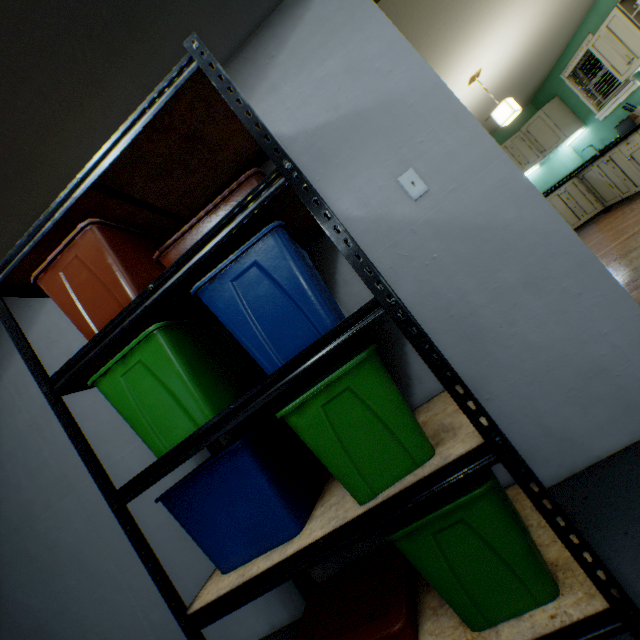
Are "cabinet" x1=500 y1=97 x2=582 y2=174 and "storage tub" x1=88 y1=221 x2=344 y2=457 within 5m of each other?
no

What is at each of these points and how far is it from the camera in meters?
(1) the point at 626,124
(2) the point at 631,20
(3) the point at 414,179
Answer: (1) cutting board, 4.7 m
(2) cabinet, 3.7 m
(3) light switch, 1.4 m

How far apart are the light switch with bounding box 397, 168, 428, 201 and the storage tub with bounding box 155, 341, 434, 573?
0.70m

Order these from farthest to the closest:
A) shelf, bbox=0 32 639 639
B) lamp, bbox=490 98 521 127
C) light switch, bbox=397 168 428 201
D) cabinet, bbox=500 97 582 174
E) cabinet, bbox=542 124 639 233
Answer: cabinet, bbox=500 97 582 174 → cabinet, bbox=542 124 639 233 → lamp, bbox=490 98 521 127 → light switch, bbox=397 168 428 201 → shelf, bbox=0 32 639 639

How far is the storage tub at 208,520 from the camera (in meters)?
0.93

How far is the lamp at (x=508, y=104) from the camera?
3.7 meters

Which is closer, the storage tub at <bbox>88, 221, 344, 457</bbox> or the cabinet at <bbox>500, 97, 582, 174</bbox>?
the storage tub at <bbox>88, 221, 344, 457</bbox>

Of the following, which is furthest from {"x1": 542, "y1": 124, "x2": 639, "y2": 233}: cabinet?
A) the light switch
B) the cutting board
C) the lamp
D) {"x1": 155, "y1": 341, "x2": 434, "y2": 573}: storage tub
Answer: {"x1": 155, "y1": 341, "x2": 434, "y2": 573}: storage tub
